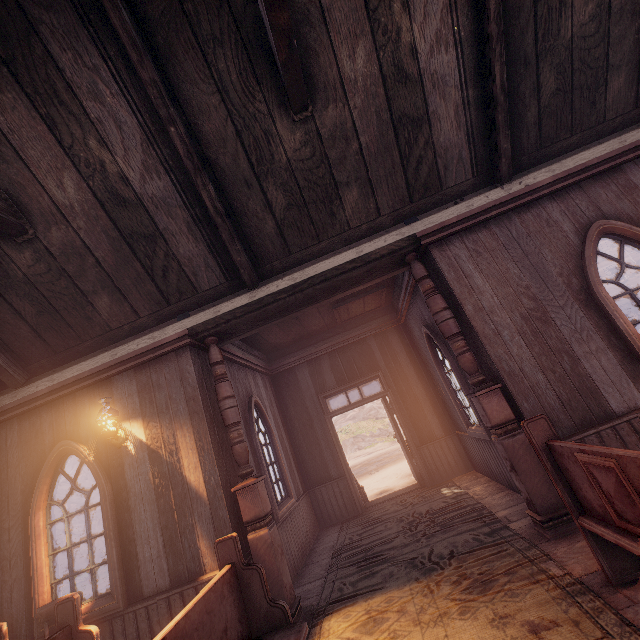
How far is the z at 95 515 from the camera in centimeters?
2352cm

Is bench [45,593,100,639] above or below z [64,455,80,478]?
below

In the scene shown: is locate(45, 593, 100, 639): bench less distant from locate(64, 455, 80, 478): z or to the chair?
the chair

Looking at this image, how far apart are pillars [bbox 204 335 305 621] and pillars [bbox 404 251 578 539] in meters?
2.9 m

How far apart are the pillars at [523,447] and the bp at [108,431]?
4.65m

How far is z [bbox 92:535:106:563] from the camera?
21.6 meters

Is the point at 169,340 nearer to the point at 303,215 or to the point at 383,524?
the point at 303,215

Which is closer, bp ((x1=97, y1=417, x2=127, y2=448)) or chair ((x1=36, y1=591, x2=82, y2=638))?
chair ((x1=36, y1=591, x2=82, y2=638))
